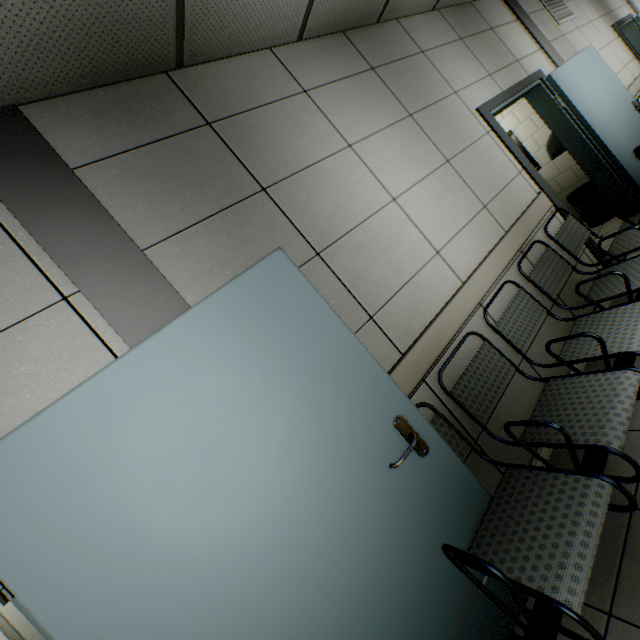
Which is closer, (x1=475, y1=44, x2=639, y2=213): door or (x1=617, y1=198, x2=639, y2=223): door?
(x1=475, y1=44, x2=639, y2=213): door

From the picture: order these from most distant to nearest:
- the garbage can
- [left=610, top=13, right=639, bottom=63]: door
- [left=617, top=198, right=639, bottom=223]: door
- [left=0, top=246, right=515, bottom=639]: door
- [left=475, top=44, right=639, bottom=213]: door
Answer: [left=610, top=13, right=639, bottom=63]: door
the garbage can
[left=617, top=198, right=639, bottom=223]: door
[left=475, top=44, right=639, bottom=213]: door
[left=0, top=246, right=515, bottom=639]: door

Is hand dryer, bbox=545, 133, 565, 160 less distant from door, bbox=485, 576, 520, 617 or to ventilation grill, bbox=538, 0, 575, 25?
ventilation grill, bbox=538, 0, 575, 25

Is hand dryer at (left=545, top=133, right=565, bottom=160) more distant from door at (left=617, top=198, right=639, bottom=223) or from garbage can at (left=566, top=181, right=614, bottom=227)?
garbage can at (left=566, top=181, right=614, bottom=227)

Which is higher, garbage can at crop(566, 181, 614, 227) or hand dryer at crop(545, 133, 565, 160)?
hand dryer at crop(545, 133, 565, 160)

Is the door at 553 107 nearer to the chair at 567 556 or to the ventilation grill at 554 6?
the chair at 567 556

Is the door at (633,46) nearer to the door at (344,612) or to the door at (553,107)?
the door at (553,107)

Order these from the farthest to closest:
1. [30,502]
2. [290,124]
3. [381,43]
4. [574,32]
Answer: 1. [574,32]
2. [381,43]
3. [290,124]
4. [30,502]
